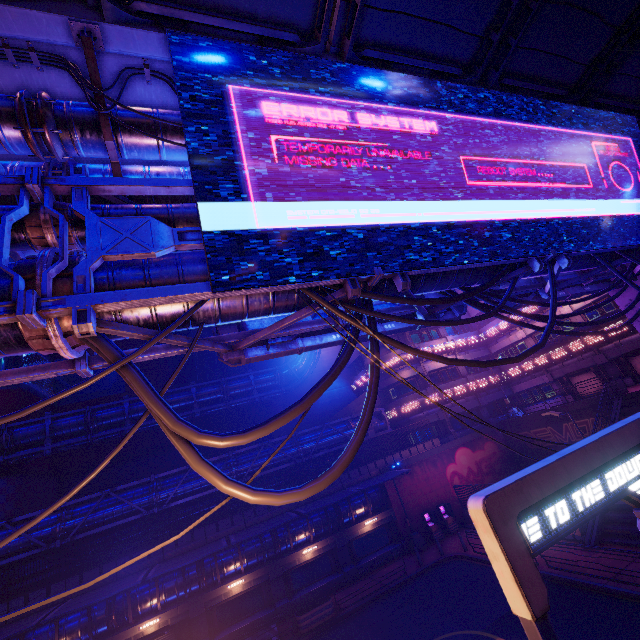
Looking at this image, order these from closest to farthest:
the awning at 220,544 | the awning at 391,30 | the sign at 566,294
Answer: the awning at 391,30 < the sign at 566,294 < the awning at 220,544

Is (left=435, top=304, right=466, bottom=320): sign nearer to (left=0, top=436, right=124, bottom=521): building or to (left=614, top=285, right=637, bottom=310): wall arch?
(left=614, top=285, right=637, bottom=310): wall arch

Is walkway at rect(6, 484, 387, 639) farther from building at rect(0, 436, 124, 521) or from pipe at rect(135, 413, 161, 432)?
pipe at rect(135, 413, 161, 432)

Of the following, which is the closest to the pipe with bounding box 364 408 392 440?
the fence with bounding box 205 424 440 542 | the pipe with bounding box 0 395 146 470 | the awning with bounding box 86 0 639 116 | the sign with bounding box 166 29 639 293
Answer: the fence with bounding box 205 424 440 542

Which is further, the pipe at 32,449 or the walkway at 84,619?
the pipe at 32,449

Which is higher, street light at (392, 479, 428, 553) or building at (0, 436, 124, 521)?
building at (0, 436, 124, 521)

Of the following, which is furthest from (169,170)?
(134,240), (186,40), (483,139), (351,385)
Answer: (351,385)

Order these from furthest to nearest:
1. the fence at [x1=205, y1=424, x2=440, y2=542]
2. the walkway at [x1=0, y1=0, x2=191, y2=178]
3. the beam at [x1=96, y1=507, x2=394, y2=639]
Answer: the fence at [x1=205, y1=424, x2=440, y2=542]
the beam at [x1=96, y1=507, x2=394, y2=639]
the walkway at [x1=0, y1=0, x2=191, y2=178]
